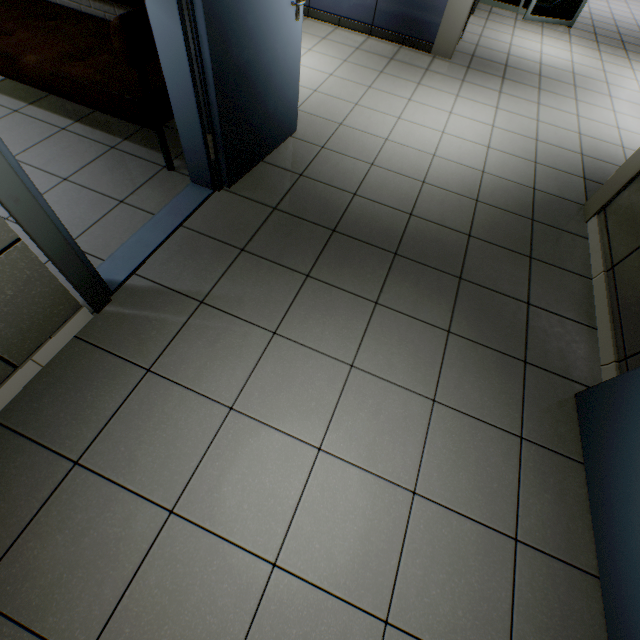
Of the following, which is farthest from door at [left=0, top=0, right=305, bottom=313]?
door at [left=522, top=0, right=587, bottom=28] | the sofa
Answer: door at [left=522, top=0, right=587, bottom=28]

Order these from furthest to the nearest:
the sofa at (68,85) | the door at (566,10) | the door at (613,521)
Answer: the door at (566,10), the sofa at (68,85), the door at (613,521)

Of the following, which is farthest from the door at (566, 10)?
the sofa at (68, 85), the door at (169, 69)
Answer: the sofa at (68, 85)

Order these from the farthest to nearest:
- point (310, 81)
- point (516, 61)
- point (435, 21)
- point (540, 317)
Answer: point (516, 61)
point (435, 21)
point (310, 81)
point (540, 317)

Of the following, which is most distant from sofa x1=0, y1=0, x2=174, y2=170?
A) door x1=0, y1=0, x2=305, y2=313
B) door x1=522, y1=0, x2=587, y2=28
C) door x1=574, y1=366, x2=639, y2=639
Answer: door x1=522, y1=0, x2=587, y2=28

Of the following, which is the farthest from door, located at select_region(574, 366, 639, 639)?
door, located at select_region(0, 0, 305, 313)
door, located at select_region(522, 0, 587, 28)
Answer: door, located at select_region(522, 0, 587, 28)

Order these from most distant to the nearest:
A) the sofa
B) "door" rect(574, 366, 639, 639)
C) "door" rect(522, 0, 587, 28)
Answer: "door" rect(522, 0, 587, 28)
the sofa
"door" rect(574, 366, 639, 639)
